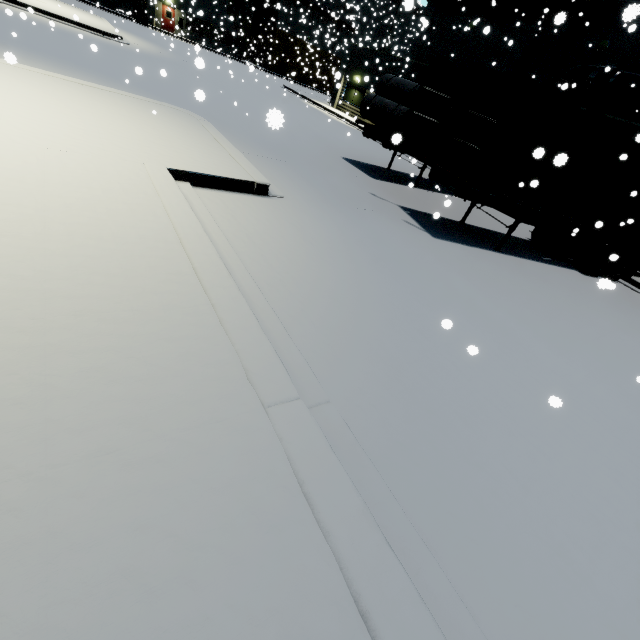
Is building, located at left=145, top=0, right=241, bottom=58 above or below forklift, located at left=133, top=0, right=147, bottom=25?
above

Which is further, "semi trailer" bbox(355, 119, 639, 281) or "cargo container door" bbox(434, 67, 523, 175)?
"semi trailer" bbox(355, 119, 639, 281)

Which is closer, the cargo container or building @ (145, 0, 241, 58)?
the cargo container

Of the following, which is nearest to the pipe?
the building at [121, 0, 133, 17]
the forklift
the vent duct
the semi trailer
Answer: the building at [121, 0, 133, 17]

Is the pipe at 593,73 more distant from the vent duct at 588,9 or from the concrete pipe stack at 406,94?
the concrete pipe stack at 406,94

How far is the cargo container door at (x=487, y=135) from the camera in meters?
6.8 m

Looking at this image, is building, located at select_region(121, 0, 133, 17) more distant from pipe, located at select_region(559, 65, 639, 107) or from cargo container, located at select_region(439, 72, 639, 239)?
cargo container, located at select_region(439, 72, 639, 239)

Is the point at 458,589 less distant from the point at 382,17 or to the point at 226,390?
the point at 226,390
